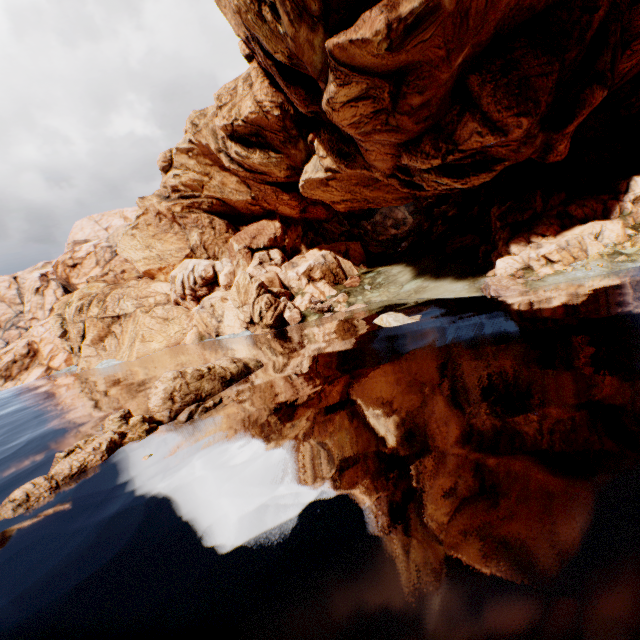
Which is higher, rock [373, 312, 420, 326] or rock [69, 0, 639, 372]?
rock [69, 0, 639, 372]

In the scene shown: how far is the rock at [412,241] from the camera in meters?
54.2 m

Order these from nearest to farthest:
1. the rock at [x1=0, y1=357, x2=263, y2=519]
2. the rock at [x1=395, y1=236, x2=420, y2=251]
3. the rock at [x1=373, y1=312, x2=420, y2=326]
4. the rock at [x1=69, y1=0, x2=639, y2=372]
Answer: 1. the rock at [x1=0, y1=357, x2=263, y2=519]
2. the rock at [x1=69, y1=0, x2=639, y2=372]
3. the rock at [x1=373, y1=312, x2=420, y2=326]
4. the rock at [x1=395, y1=236, x2=420, y2=251]

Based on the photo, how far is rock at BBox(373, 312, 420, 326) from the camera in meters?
27.5

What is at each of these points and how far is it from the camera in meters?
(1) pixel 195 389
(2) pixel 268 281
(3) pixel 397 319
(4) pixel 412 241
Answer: (1) rock, 21.9
(2) rock, 46.3
(3) rock, 27.7
(4) rock, 54.5

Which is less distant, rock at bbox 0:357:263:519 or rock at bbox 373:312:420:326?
rock at bbox 0:357:263:519
